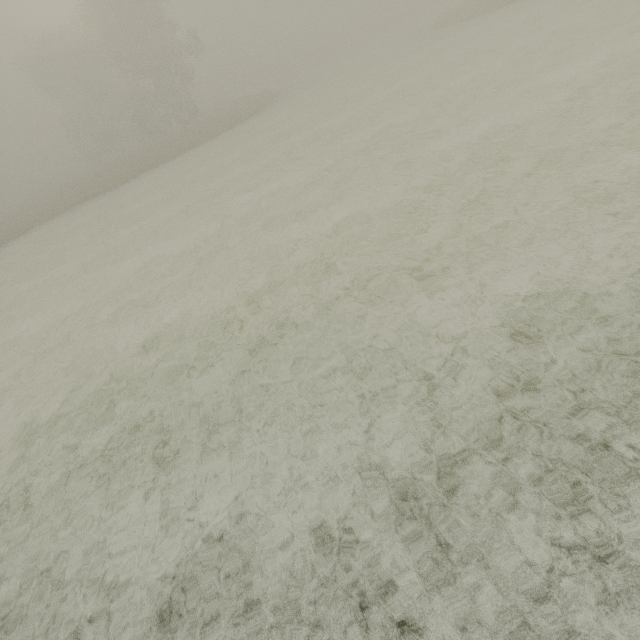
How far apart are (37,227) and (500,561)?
37.8m
